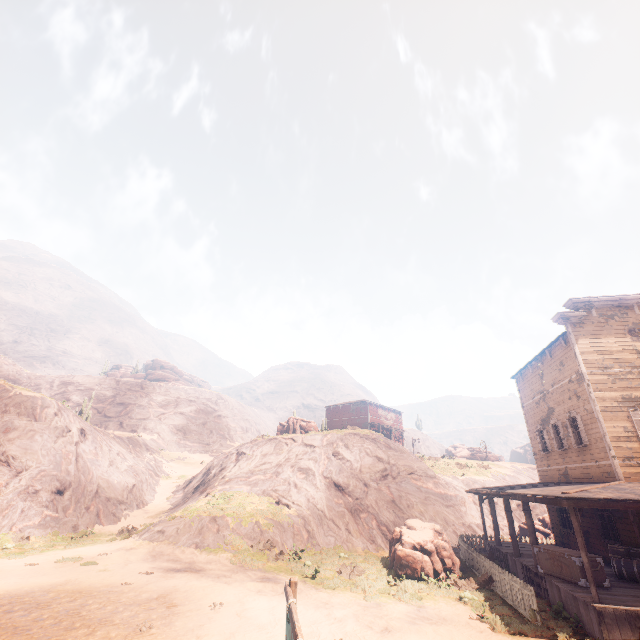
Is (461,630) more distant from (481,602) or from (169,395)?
(169,395)

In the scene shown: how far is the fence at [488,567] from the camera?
10.37m

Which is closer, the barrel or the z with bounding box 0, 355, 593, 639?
the z with bounding box 0, 355, 593, 639

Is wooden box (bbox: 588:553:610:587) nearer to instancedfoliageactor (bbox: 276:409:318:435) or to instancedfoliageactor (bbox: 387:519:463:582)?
instancedfoliageactor (bbox: 387:519:463:582)

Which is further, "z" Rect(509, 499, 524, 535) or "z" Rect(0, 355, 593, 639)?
"z" Rect(509, 499, 524, 535)

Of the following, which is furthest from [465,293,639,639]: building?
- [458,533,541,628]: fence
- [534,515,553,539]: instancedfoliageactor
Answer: [534,515,553,539]: instancedfoliageactor

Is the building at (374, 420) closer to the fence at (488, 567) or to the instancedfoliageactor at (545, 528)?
the fence at (488, 567)

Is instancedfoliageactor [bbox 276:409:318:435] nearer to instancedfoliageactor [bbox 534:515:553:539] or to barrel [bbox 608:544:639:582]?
instancedfoliageactor [bbox 534:515:553:539]
